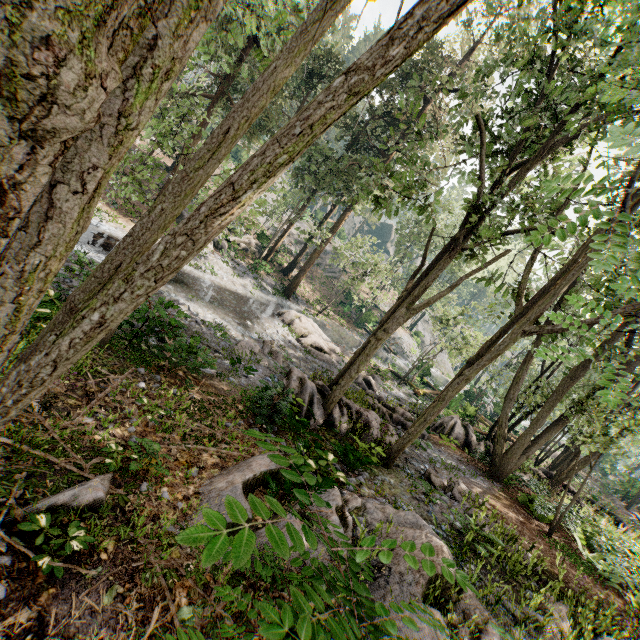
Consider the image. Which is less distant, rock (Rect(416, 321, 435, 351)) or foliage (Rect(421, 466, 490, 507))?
foliage (Rect(421, 466, 490, 507))

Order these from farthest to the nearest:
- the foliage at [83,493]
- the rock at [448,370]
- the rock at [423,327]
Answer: the rock at [448,370], the rock at [423,327], the foliage at [83,493]

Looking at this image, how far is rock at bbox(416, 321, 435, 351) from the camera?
50.22m

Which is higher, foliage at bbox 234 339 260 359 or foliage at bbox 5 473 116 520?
foliage at bbox 5 473 116 520

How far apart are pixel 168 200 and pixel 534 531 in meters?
14.4 m

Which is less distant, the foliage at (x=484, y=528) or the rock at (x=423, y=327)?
the foliage at (x=484, y=528)

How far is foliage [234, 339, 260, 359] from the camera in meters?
14.6 m
